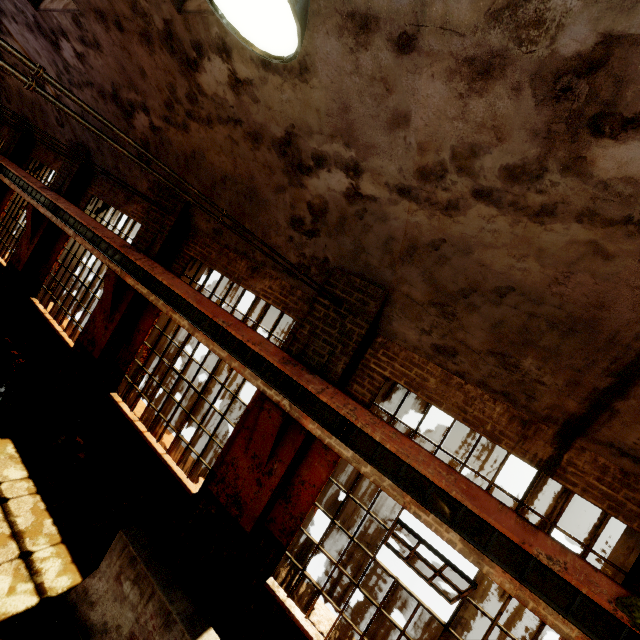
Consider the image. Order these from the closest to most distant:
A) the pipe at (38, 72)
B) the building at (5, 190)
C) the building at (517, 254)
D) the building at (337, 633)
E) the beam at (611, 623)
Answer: the pipe at (38, 72) < the building at (517, 254) < the beam at (611, 623) < the building at (337, 633) < the building at (5, 190)

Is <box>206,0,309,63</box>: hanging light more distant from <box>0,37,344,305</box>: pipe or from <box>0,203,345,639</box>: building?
<box>0,37,344,305</box>: pipe

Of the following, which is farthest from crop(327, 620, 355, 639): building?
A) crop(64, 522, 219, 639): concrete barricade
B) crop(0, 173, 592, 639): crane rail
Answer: crop(64, 522, 219, 639): concrete barricade

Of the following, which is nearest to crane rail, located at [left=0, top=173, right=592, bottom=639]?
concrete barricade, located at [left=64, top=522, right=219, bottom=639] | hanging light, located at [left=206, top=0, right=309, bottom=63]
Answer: concrete barricade, located at [left=64, top=522, right=219, bottom=639]

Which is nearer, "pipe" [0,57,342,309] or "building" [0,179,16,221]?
"pipe" [0,57,342,309]

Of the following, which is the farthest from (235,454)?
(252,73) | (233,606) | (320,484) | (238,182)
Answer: → (252,73)

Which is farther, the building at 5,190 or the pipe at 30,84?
the building at 5,190

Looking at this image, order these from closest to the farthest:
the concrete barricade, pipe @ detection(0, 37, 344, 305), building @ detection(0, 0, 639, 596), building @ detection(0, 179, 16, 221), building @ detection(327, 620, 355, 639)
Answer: pipe @ detection(0, 37, 344, 305) → building @ detection(0, 0, 639, 596) → the concrete barricade → building @ detection(327, 620, 355, 639) → building @ detection(0, 179, 16, 221)
